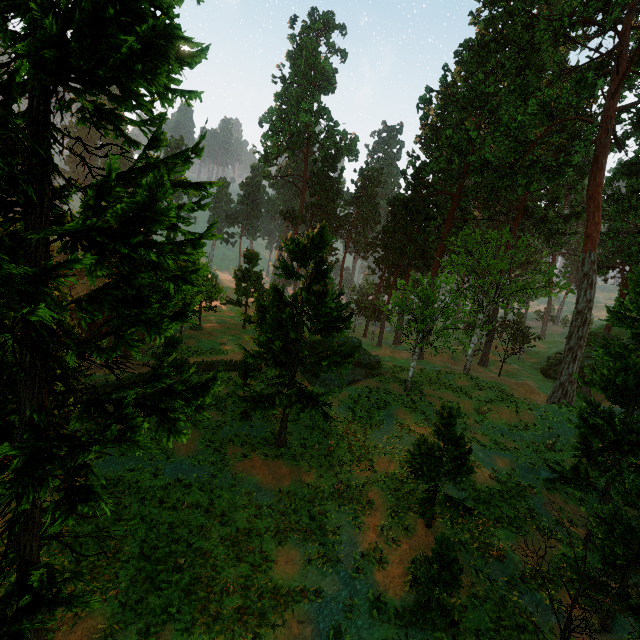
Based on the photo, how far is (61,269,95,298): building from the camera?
35.30m

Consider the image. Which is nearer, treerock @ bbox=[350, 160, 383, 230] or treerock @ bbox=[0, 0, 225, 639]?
treerock @ bbox=[0, 0, 225, 639]

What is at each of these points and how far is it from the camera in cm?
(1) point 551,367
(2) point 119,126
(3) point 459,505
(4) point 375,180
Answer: (1) rock, 4097
(2) treerock, 781
(3) treerock, 1377
(4) treerock, 5819

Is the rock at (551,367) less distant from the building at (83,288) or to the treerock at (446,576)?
the treerock at (446,576)

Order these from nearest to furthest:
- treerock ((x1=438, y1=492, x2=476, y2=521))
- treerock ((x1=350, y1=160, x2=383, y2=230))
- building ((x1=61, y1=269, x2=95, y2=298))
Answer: treerock ((x1=438, y1=492, x2=476, y2=521))
building ((x1=61, y1=269, x2=95, y2=298))
treerock ((x1=350, y1=160, x2=383, y2=230))

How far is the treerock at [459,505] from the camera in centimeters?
1361cm

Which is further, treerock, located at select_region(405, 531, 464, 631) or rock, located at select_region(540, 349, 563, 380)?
rock, located at select_region(540, 349, 563, 380)

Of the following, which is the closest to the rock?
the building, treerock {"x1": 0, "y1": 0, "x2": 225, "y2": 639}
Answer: treerock {"x1": 0, "y1": 0, "x2": 225, "y2": 639}
